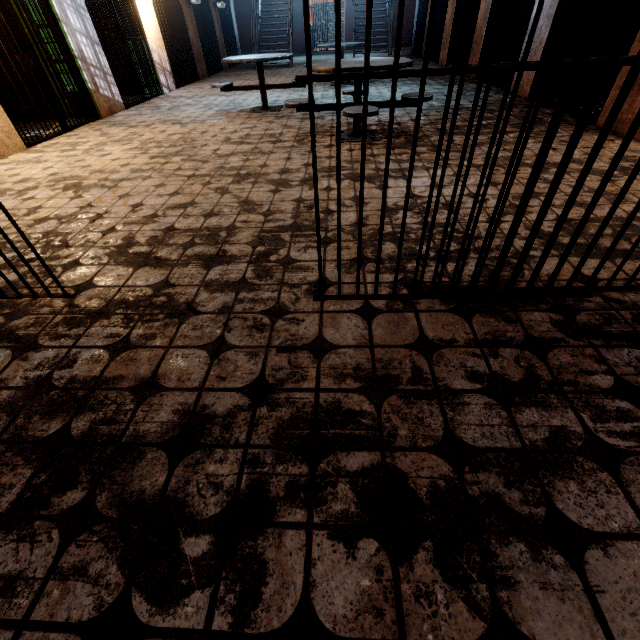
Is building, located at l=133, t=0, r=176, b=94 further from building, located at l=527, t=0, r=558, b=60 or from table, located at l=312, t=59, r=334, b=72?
building, located at l=527, t=0, r=558, b=60

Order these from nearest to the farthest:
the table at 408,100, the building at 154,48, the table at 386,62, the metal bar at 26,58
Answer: the table at 386,62 < the table at 408,100 < the metal bar at 26,58 < the building at 154,48

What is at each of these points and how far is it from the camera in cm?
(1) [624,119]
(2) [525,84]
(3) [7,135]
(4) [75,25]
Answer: (1) building, 382
(2) building, 583
(3) building, 446
(4) building, 563

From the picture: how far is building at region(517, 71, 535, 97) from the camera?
5.64m

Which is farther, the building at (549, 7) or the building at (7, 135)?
the building at (549, 7)

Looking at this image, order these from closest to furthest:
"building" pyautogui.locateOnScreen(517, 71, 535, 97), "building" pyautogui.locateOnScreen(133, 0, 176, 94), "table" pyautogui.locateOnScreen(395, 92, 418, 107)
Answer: "table" pyautogui.locateOnScreen(395, 92, 418, 107) → "building" pyautogui.locateOnScreen(517, 71, 535, 97) → "building" pyautogui.locateOnScreen(133, 0, 176, 94)

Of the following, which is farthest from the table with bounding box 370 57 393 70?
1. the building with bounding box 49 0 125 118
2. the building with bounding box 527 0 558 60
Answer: the building with bounding box 49 0 125 118

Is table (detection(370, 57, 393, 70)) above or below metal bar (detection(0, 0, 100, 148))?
below
